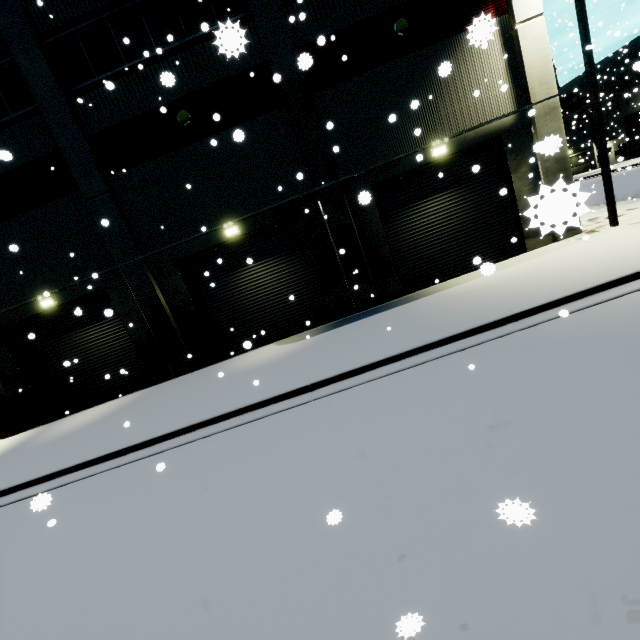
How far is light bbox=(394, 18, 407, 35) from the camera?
10.6 meters

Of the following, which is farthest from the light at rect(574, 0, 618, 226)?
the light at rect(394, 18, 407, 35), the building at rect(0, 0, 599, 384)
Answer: the light at rect(394, 18, 407, 35)

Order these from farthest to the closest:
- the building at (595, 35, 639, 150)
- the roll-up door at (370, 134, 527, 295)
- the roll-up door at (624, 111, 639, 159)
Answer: the roll-up door at (624, 111, 639, 159)
the building at (595, 35, 639, 150)
the roll-up door at (370, 134, 527, 295)

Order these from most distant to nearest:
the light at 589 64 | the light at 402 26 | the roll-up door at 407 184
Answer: the roll-up door at 407 184
the light at 402 26
the light at 589 64

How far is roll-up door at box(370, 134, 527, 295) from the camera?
12.0 meters

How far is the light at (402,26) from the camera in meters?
10.6 m

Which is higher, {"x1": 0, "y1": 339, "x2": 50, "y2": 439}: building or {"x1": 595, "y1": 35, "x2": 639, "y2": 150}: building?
{"x1": 595, "y1": 35, "x2": 639, "y2": 150}: building

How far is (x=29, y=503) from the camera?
7.6m
